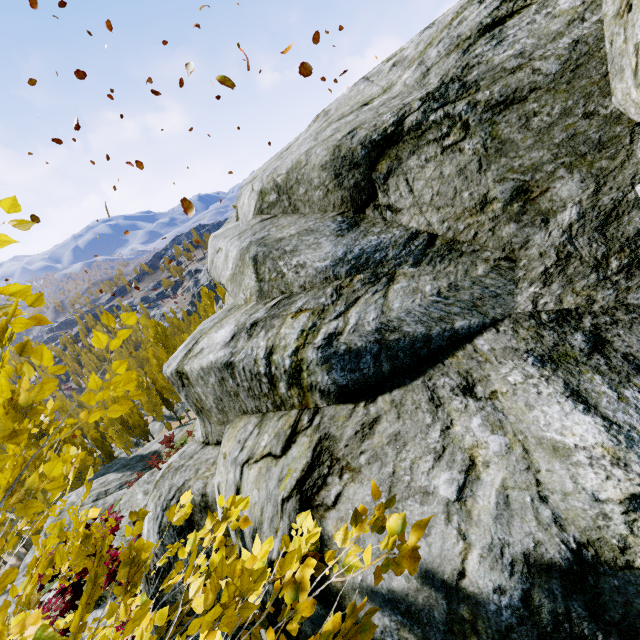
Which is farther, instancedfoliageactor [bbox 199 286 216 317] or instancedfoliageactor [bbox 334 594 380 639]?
instancedfoliageactor [bbox 199 286 216 317]

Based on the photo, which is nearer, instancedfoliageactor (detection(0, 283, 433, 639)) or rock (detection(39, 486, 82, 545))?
instancedfoliageactor (detection(0, 283, 433, 639))

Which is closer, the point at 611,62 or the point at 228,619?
the point at 228,619

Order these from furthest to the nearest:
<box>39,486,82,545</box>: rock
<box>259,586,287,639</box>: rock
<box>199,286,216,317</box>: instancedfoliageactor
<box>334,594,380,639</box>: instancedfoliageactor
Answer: <box>199,286,216,317</box>: instancedfoliageactor, <box>39,486,82,545</box>: rock, <box>259,586,287,639</box>: rock, <box>334,594,380,639</box>: instancedfoliageactor

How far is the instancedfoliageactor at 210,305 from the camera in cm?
4316

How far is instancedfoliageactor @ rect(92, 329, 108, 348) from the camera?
1.3 meters
